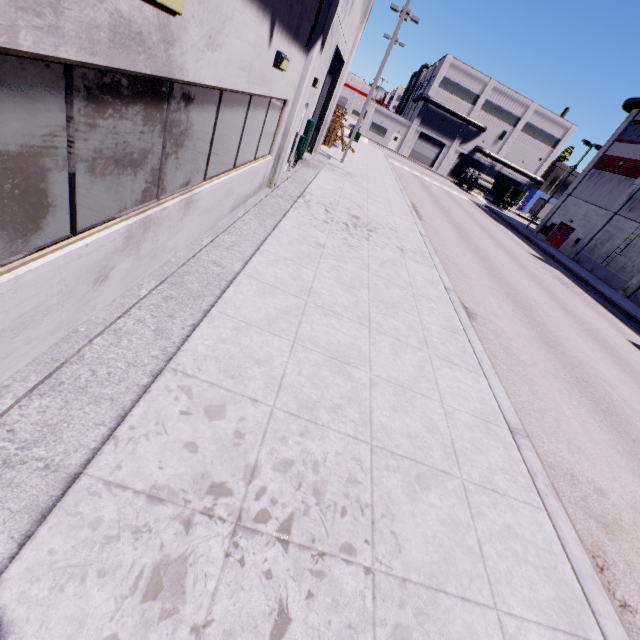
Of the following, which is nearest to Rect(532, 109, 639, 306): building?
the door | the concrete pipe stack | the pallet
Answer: the door

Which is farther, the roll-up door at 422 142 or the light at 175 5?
the roll-up door at 422 142

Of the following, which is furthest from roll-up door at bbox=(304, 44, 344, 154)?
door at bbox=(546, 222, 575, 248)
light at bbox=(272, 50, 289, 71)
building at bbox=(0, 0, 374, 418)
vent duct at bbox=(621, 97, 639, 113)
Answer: light at bbox=(272, 50, 289, 71)

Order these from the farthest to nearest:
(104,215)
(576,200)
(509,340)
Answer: (576,200) < (509,340) < (104,215)

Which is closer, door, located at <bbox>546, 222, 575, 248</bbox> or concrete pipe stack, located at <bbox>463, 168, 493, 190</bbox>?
door, located at <bbox>546, 222, 575, 248</bbox>

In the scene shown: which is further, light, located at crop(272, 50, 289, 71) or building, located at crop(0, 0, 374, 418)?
light, located at crop(272, 50, 289, 71)

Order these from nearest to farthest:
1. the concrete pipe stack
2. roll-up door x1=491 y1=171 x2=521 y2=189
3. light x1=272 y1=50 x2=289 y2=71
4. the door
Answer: light x1=272 y1=50 x2=289 y2=71 → the door → the concrete pipe stack → roll-up door x1=491 y1=171 x2=521 y2=189

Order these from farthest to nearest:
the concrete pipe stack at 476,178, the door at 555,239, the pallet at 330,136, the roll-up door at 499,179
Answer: the roll-up door at 499,179 → the concrete pipe stack at 476,178 → the door at 555,239 → the pallet at 330,136
